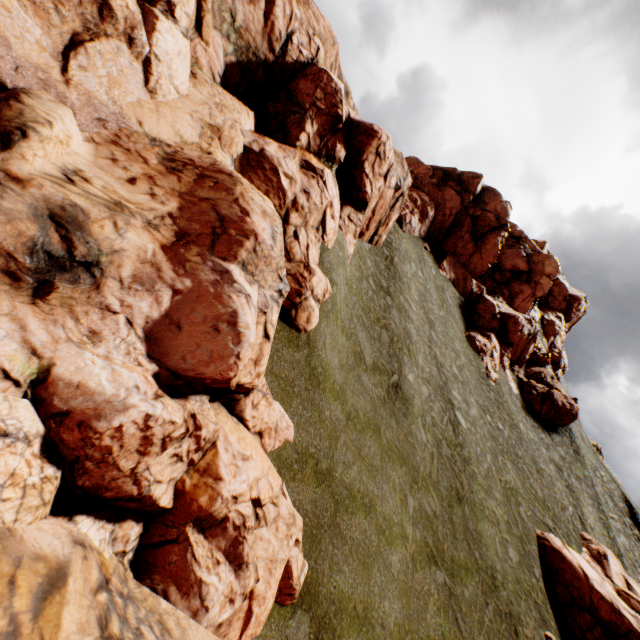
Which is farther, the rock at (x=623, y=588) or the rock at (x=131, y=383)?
the rock at (x=623, y=588)

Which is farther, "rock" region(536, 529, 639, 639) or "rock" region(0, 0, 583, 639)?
"rock" region(536, 529, 639, 639)

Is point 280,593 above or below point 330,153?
below
